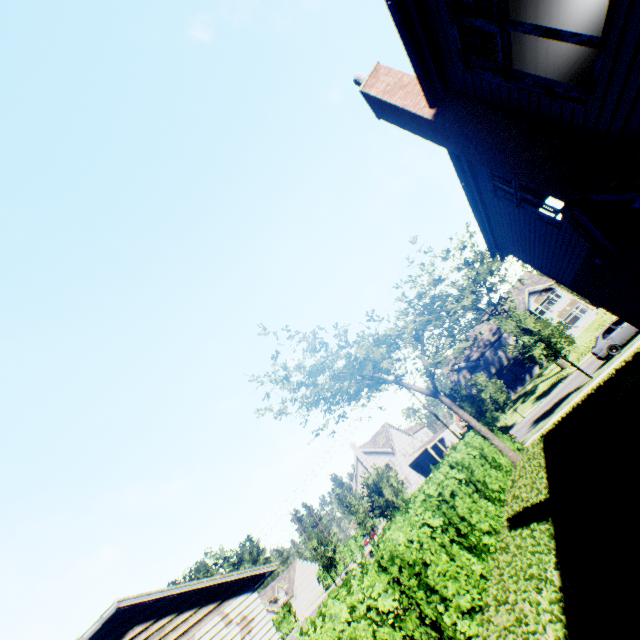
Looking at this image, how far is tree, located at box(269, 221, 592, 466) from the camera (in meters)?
17.73

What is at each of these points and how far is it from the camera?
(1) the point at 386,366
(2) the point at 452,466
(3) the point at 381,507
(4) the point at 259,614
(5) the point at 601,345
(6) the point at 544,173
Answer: (1) tree, 19.06m
(2) hedge, 13.16m
(3) tree, 28.62m
(4) house, 13.30m
(5) car, 22.19m
(6) chimney, 5.14m

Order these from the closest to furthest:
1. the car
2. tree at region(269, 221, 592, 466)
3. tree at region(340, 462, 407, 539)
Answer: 1. tree at region(269, 221, 592, 466)
2. the car
3. tree at region(340, 462, 407, 539)

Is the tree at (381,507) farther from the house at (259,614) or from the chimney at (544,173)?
the chimney at (544,173)

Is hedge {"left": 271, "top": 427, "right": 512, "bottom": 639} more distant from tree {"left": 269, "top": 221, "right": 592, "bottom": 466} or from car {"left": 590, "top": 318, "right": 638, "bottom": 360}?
car {"left": 590, "top": 318, "right": 638, "bottom": 360}

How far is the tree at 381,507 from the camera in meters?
28.7

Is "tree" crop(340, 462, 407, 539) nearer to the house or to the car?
the car
